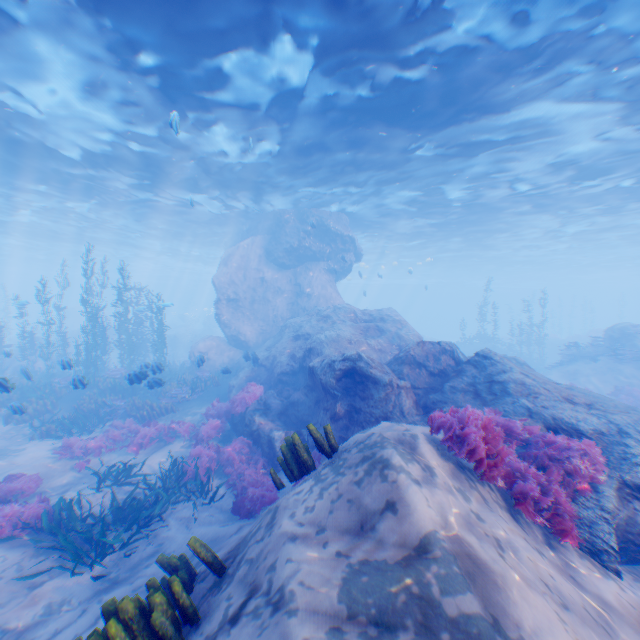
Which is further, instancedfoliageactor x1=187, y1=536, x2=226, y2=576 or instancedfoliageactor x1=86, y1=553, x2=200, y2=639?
instancedfoliageactor x1=187, y1=536, x2=226, y2=576

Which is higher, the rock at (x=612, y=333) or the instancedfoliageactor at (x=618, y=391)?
the rock at (x=612, y=333)

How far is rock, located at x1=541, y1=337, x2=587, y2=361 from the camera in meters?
34.7 m

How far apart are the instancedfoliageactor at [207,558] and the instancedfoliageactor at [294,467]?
1.2 meters

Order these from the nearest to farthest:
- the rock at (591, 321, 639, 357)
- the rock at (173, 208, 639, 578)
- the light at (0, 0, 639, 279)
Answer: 1. the rock at (173, 208, 639, 578)
2. the light at (0, 0, 639, 279)
3. the rock at (591, 321, 639, 357)

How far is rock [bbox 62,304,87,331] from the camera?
42.95m

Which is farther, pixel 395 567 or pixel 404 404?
pixel 404 404

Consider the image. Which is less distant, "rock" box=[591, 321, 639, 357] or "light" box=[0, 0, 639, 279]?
"light" box=[0, 0, 639, 279]
